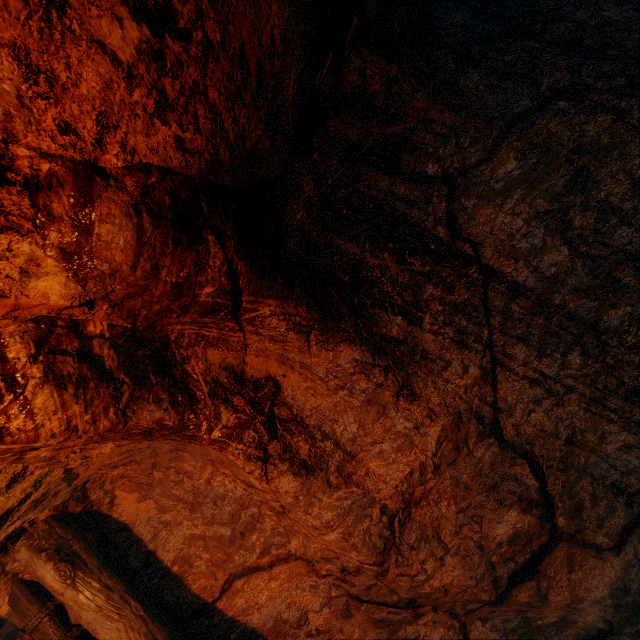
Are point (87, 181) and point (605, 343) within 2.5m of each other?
no
